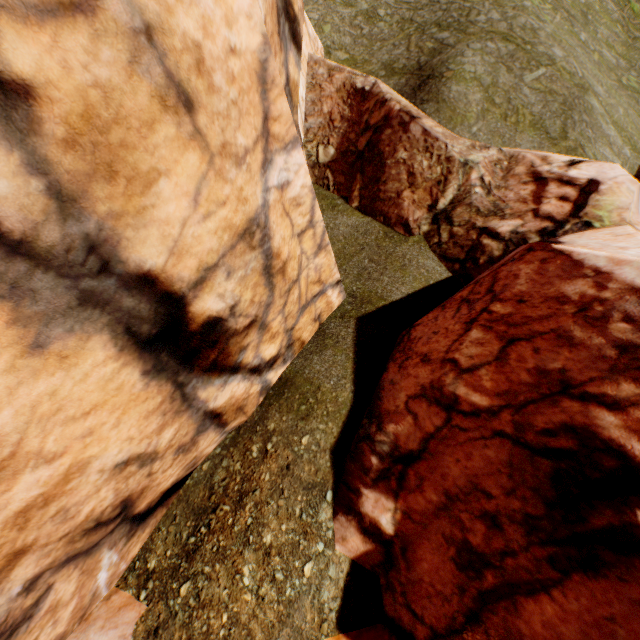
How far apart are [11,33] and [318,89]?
13.41m
